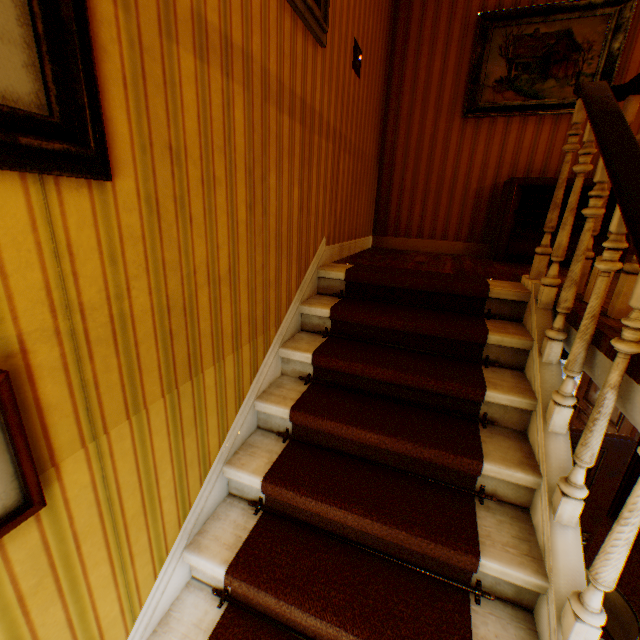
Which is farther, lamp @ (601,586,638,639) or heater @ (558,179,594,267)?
heater @ (558,179,594,267)

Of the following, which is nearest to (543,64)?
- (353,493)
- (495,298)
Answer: (495,298)

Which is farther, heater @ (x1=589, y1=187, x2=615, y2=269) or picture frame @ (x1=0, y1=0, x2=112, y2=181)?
heater @ (x1=589, y1=187, x2=615, y2=269)

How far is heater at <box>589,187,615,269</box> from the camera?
3.3m

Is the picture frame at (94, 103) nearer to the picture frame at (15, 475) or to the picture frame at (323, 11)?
the picture frame at (15, 475)

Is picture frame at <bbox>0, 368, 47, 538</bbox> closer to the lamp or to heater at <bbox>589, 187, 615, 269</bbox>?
the lamp

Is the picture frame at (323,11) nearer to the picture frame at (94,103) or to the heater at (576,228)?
the picture frame at (94,103)
